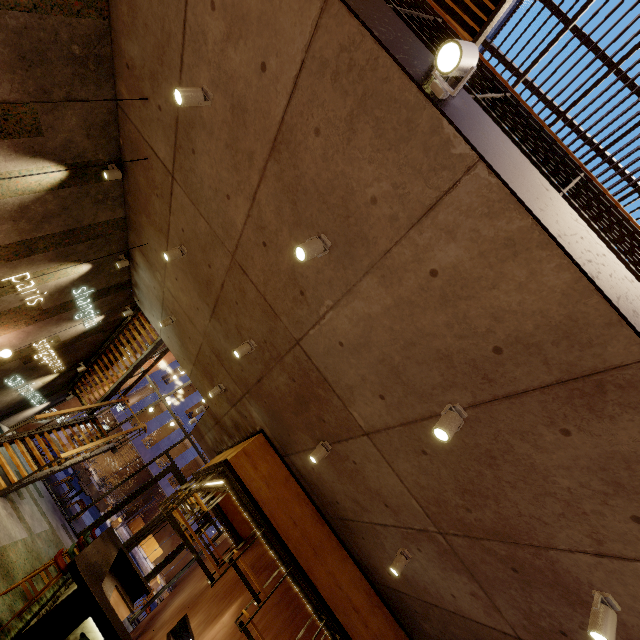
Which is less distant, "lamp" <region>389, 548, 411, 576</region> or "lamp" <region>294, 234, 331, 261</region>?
"lamp" <region>294, 234, 331, 261</region>

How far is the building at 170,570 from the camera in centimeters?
2666cm

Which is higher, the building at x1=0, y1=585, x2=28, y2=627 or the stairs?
the stairs

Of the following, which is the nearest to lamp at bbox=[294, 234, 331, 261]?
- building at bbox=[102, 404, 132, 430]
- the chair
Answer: the chair

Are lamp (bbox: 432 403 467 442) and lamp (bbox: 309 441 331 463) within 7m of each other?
yes

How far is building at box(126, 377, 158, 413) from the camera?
28.38m

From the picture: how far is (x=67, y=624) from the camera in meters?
4.6
